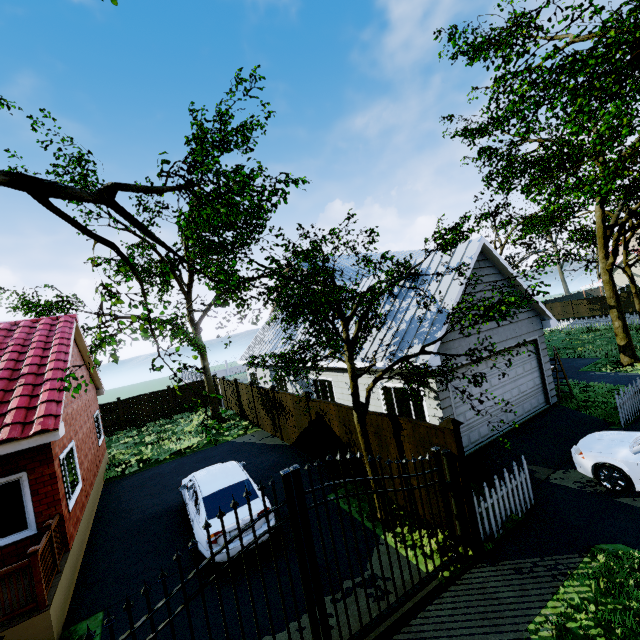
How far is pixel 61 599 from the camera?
6.4m

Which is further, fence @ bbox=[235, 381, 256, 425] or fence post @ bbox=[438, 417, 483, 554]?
fence @ bbox=[235, 381, 256, 425]

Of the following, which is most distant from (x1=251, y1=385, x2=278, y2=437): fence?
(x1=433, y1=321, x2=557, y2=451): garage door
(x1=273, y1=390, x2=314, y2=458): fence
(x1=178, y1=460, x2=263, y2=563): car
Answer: (x1=433, y1=321, x2=557, y2=451): garage door

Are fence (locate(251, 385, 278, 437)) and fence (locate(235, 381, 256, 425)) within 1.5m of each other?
yes

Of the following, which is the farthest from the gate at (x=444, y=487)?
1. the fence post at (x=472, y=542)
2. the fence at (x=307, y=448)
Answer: the fence at (x=307, y=448)

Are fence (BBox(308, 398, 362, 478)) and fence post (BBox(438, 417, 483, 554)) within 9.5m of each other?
yes

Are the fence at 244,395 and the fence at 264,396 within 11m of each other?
yes

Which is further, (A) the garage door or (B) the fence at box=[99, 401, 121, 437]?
(B) the fence at box=[99, 401, 121, 437]
